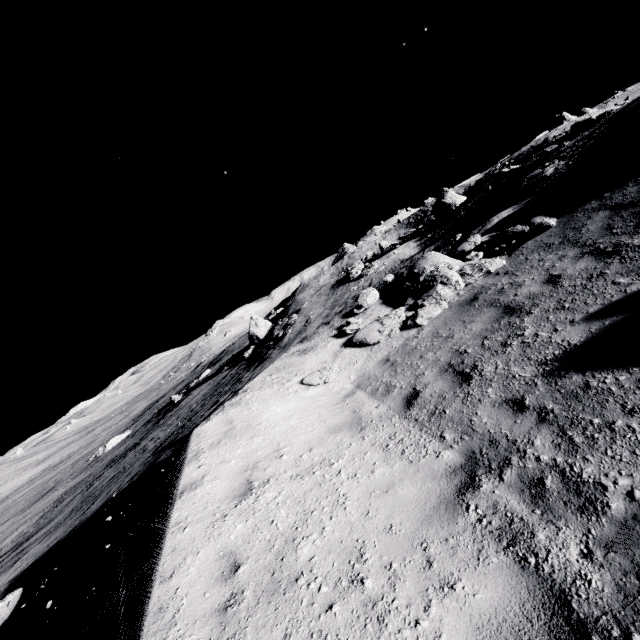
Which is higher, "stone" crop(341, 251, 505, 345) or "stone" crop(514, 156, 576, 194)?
"stone" crop(514, 156, 576, 194)

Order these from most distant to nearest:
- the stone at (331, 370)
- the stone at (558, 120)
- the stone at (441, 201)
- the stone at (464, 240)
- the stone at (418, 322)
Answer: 1. the stone at (558, 120)
2. the stone at (441, 201)
3. the stone at (464, 240)
4. the stone at (418, 322)
5. the stone at (331, 370)

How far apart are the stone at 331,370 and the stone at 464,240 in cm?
711

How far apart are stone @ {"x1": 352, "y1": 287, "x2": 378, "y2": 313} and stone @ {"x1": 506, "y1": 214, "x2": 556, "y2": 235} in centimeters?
469cm

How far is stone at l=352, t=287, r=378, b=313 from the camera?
11.7m

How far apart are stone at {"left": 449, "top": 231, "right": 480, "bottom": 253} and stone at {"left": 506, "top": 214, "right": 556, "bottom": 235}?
1.5m

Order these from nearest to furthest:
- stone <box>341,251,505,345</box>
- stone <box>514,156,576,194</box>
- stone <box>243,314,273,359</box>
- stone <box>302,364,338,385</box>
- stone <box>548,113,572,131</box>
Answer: stone <box>302,364,338,385</box> → stone <box>341,251,505,345</box> → stone <box>514,156,576,194</box> → stone <box>243,314,273,359</box> → stone <box>548,113,572,131</box>

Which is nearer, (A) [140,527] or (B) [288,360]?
(A) [140,527]
